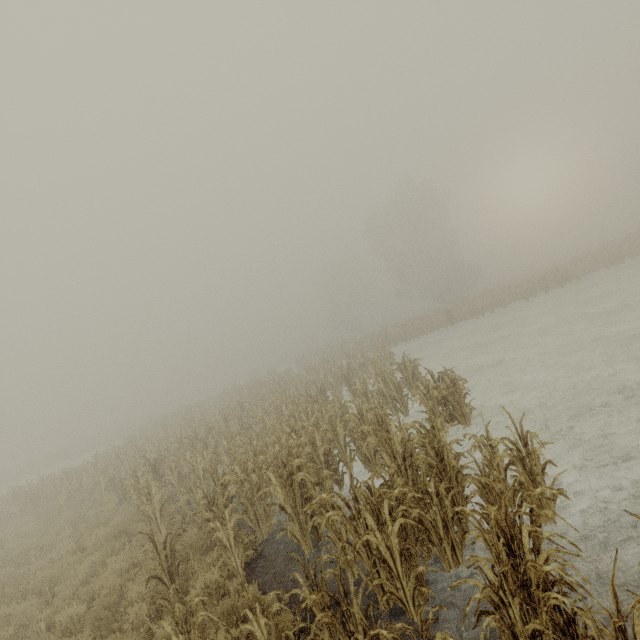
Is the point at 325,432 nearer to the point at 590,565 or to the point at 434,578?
the point at 434,578
